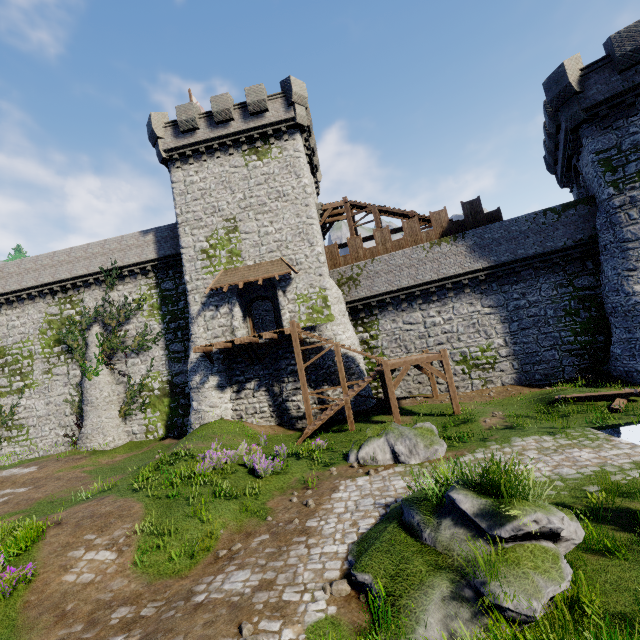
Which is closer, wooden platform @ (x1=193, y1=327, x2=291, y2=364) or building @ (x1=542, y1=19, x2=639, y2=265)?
building @ (x1=542, y1=19, x2=639, y2=265)

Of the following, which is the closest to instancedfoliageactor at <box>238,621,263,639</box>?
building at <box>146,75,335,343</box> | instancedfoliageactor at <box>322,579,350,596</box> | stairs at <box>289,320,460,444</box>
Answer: instancedfoliageactor at <box>322,579,350,596</box>

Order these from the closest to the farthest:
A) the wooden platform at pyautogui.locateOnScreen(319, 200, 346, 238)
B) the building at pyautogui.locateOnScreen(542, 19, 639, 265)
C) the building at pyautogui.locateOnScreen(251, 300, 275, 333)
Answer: the building at pyautogui.locateOnScreen(542, 19, 639, 265) < the wooden platform at pyautogui.locateOnScreen(319, 200, 346, 238) < the building at pyautogui.locateOnScreen(251, 300, 275, 333)

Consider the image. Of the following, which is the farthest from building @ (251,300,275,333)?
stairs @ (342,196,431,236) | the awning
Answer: stairs @ (342,196,431,236)

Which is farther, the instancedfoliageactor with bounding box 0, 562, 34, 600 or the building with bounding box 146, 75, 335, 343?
the building with bounding box 146, 75, 335, 343

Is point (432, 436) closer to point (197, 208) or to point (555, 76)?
point (555, 76)

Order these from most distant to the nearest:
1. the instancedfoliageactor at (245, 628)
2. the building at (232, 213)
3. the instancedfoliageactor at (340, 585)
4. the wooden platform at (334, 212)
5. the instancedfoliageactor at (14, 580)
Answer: the wooden platform at (334, 212)
the building at (232, 213)
the instancedfoliageactor at (14, 580)
the instancedfoliageactor at (340, 585)
the instancedfoliageactor at (245, 628)

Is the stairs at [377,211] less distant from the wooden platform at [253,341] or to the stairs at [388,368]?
the stairs at [388,368]
